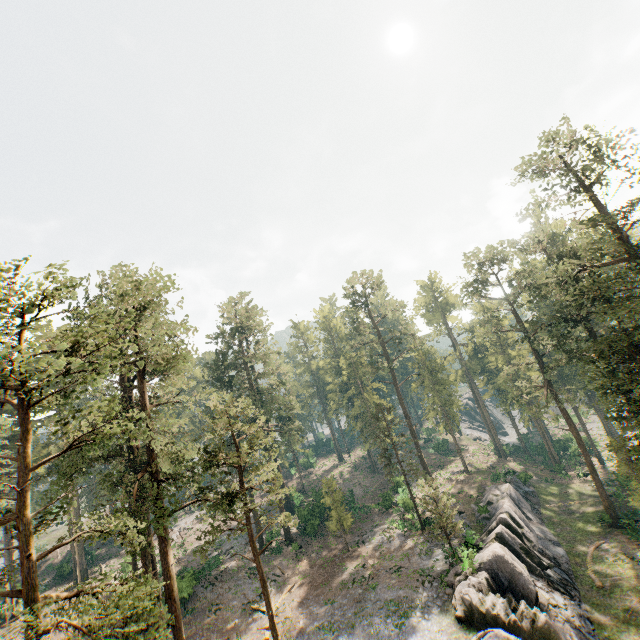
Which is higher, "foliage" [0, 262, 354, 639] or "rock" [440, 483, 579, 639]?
"foliage" [0, 262, 354, 639]

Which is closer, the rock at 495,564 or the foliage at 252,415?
the foliage at 252,415

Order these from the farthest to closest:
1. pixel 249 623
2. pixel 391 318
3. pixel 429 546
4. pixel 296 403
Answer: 1. pixel 391 318
2. pixel 296 403
3. pixel 429 546
4. pixel 249 623

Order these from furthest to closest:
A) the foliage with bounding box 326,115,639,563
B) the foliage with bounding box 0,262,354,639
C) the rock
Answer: the foliage with bounding box 326,115,639,563 < the rock < the foliage with bounding box 0,262,354,639

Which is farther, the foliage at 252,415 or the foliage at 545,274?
the foliage at 545,274

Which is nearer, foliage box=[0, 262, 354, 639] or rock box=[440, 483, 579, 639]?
foliage box=[0, 262, 354, 639]

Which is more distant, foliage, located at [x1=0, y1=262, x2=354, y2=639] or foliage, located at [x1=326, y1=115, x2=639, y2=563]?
foliage, located at [x1=326, y1=115, x2=639, y2=563]
